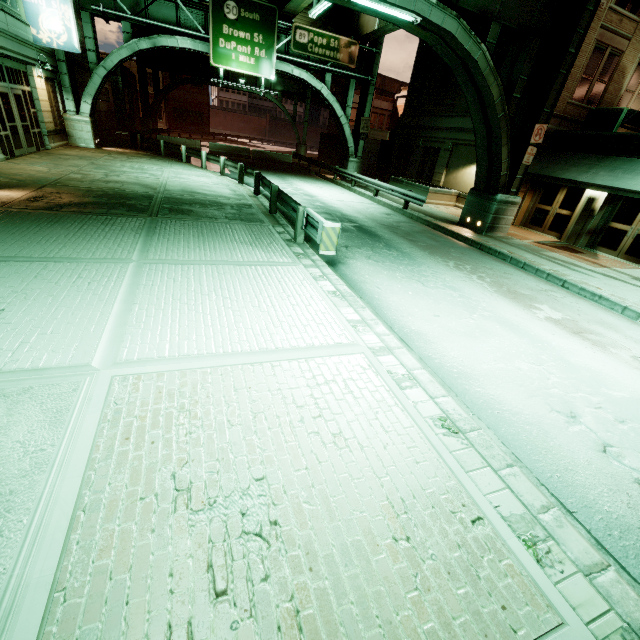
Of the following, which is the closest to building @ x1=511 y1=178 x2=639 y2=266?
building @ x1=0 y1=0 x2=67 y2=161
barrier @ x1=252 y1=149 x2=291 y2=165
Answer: barrier @ x1=252 y1=149 x2=291 y2=165

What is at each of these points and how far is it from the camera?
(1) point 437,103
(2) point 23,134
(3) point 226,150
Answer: (1) building, 23.2 meters
(2) building, 15.2 meters
(3) barrier, 31.5 meters

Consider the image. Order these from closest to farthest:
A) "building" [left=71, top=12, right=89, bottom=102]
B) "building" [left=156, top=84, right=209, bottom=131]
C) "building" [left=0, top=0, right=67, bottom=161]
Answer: "building" [left=0, top=0, right=67, bottom=161], "building" [left=71, top=12, right=89, bottom=102], "building" [left=156, top=84, right=209, bottom=131]

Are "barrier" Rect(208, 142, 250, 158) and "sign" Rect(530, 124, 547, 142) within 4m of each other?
no

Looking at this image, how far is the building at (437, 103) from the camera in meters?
21.3 m

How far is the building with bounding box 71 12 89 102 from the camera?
22.61m

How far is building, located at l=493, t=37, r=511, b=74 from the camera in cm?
1798

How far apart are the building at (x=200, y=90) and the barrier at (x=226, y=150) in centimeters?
3312cm
